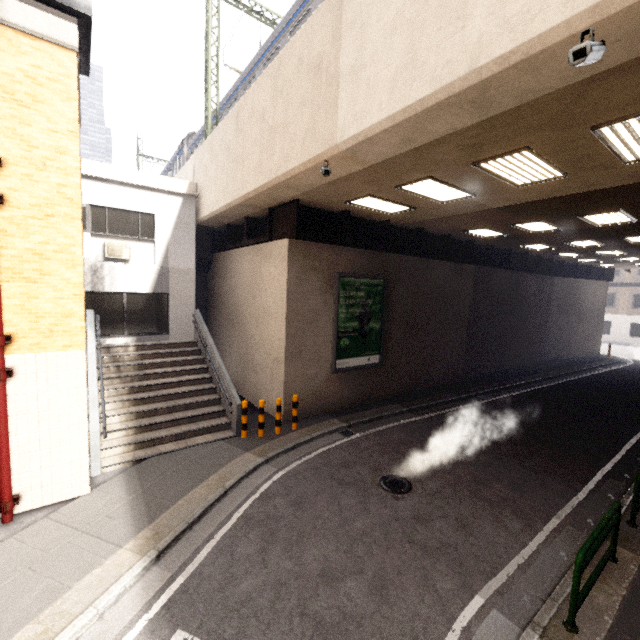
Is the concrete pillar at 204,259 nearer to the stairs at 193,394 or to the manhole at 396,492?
the stairs at 193,394

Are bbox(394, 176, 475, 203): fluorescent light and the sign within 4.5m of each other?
Answer: yes

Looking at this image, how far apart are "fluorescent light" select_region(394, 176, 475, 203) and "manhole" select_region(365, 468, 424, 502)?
7.0m

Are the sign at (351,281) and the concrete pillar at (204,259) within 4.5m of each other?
no

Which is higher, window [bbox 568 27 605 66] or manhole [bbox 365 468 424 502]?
window [bbox 568 27 605 66]

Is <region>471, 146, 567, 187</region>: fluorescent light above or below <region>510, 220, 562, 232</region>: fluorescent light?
below

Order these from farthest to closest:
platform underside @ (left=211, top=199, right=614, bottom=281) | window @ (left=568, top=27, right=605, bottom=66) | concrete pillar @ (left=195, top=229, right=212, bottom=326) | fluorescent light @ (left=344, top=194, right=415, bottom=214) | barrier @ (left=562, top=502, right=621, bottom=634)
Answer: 1. concrete pillar @ (left=195, top=229, right=212, bottom=326)
2. platform underside @ (left=211, top=199, right=614, bottom=281)
3. fluorescent light @ (left=344, top=194, right=415, bottom=214)
4. barrier @ (left=562, top=502, right=621, bottom=634)
5. window @ (left=568, top=27, right=605, bottom=66)

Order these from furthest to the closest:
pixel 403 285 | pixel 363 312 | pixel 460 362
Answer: pixel 460 362
pixel 403 285
pixel 363 312
